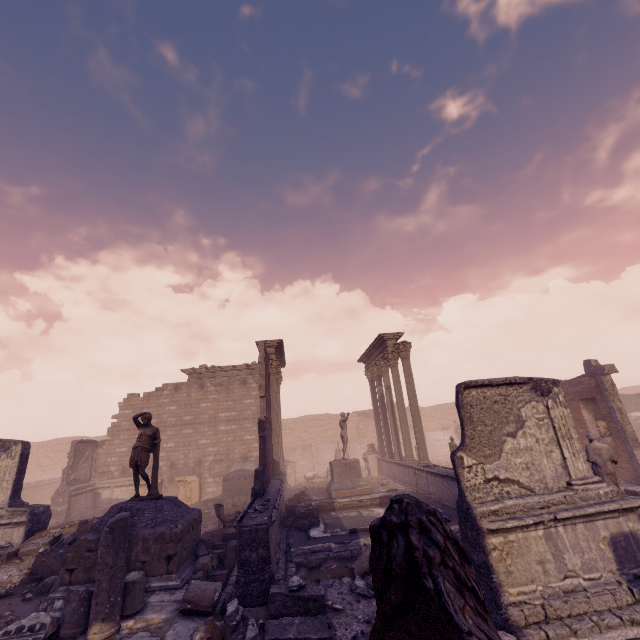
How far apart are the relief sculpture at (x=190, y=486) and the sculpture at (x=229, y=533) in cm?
869

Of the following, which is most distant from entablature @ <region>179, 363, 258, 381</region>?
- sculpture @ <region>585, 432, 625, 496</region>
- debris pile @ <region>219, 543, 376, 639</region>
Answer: sculpture @ <region>585, 432, 625, 496</region>

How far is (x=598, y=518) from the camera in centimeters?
559cm

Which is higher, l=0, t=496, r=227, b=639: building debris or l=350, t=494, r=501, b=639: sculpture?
l=350, t=494, r=501, b=639: sculpture

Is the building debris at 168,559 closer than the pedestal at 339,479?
Yes

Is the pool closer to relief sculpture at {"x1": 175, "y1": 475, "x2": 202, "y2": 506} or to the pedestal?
the pedestal

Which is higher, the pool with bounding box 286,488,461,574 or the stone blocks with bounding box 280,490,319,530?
the stone blocks with bounding box 280,490,319,530

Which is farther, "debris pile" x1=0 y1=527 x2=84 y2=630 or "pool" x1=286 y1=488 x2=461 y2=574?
"pool" x1=286 y1=488 x2=461 y2=574
